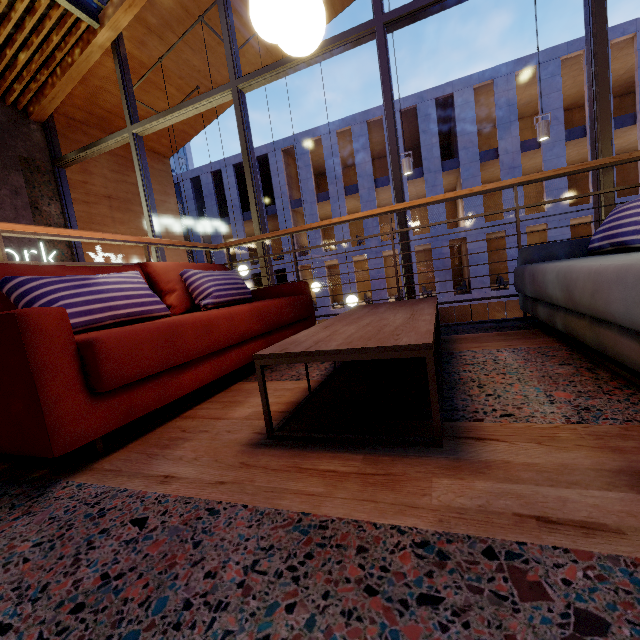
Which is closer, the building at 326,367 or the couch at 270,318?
the couch at 270,318

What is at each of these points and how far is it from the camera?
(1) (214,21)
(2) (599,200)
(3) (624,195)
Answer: (1) building, 5.6m
(2) window frame, 3.2m
(3) building, 22.2m

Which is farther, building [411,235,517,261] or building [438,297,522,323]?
building [438,297,522,323]

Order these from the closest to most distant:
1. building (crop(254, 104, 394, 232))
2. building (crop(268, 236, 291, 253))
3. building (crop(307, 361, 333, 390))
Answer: building (crop(307, 361, 333, 390))
building (crop(254, 104, 394, 232))
building (crop(268, 236, 291, 253))

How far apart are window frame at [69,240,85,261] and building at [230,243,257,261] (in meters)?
16.76

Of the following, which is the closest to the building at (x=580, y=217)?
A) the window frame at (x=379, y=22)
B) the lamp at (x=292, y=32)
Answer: the window frame at (x=379, y=22)
